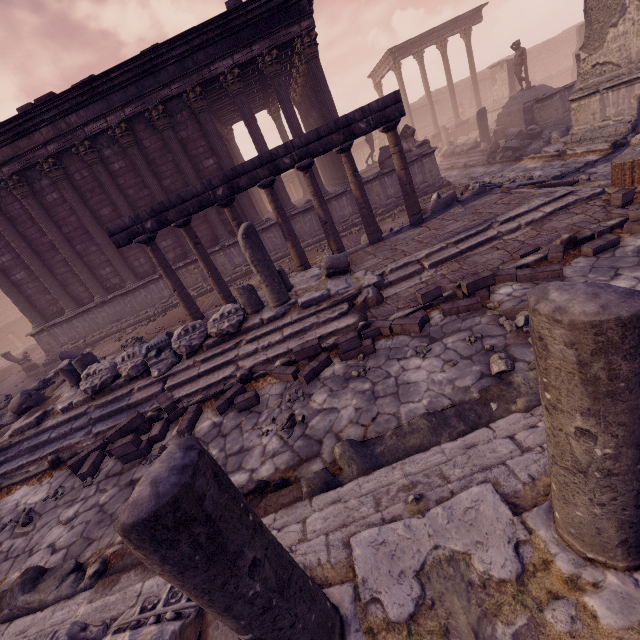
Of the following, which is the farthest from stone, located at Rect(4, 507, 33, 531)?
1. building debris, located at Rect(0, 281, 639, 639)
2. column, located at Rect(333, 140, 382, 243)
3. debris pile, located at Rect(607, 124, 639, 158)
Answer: debris pile, located at Rect(607, 124, 639, 158)

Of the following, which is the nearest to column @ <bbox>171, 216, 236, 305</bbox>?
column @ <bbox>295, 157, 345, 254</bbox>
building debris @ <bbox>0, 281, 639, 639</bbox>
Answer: column @ <bbox>295, 157, 345, 254</bbox>

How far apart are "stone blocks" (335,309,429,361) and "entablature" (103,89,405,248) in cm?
437

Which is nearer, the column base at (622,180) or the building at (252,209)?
the column base at (622,180)

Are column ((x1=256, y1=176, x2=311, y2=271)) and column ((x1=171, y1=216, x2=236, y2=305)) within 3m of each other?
yes

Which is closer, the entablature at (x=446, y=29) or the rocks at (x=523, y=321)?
the rocks at (x=523, y=321)

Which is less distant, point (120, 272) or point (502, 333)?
point (502, 333)

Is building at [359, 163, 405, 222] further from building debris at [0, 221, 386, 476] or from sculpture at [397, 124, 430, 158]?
building debris at [0, 221, 386, 476]
